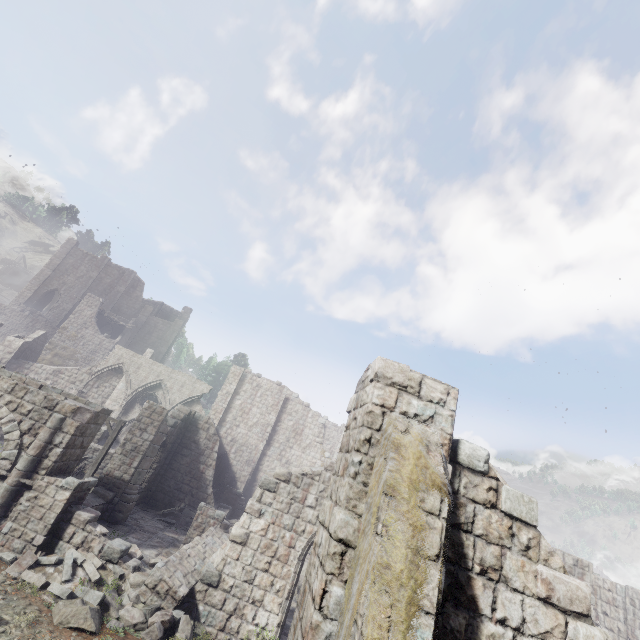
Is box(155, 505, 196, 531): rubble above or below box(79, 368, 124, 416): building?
below

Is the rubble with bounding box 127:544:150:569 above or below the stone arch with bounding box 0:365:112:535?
below

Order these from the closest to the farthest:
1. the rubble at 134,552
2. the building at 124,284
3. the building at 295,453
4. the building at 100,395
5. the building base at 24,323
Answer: the building at 295,453 → the rubble at 134,552 → the building at 124,284 → the building at 100,395 → the building base at 24,323

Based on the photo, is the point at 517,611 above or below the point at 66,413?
above

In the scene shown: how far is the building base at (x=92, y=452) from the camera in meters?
22.8 m

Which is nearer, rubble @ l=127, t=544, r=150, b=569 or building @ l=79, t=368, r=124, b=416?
rubble @ l=127, t=544, r=150, b=569

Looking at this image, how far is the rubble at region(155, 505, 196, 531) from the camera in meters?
18.1

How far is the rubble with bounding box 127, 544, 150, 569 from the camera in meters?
11.8
